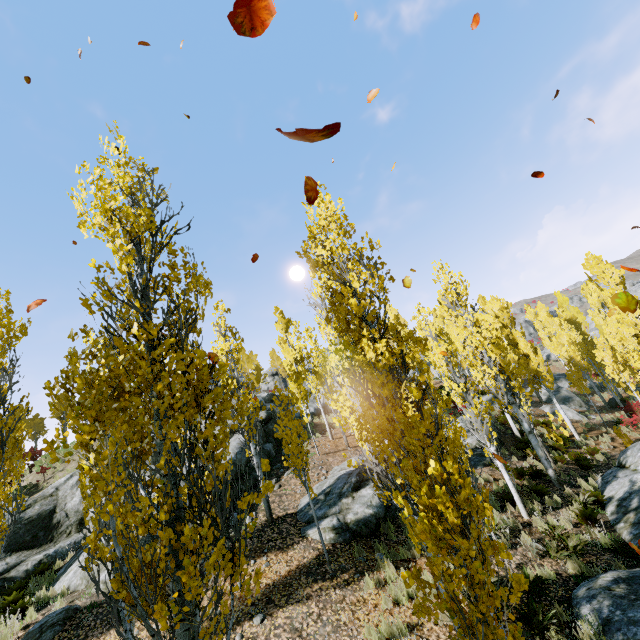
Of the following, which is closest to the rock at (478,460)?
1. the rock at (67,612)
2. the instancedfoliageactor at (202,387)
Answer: the instancedfoliageactor at (202,387)

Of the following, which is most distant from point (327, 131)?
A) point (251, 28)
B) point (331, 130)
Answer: point (251, 28)

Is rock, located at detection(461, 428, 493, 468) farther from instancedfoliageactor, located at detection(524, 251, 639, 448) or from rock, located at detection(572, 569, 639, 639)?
rock, located at detection(572, 569, 639, 639)

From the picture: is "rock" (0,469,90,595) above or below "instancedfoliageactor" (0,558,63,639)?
above

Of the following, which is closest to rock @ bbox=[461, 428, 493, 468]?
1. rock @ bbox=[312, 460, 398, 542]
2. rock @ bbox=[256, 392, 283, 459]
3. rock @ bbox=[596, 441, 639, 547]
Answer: rock @ bbox=[312, 460, 398, 542]

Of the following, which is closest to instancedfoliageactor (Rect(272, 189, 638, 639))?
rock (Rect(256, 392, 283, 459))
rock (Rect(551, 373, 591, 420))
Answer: rock (Rect(256, 392, 283, 459))

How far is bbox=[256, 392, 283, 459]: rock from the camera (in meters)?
16.89

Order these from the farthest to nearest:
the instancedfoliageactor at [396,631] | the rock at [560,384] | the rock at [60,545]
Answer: the rock at [560,384], the rock at [60,545], the instancedfoliageactor at [396,631]
